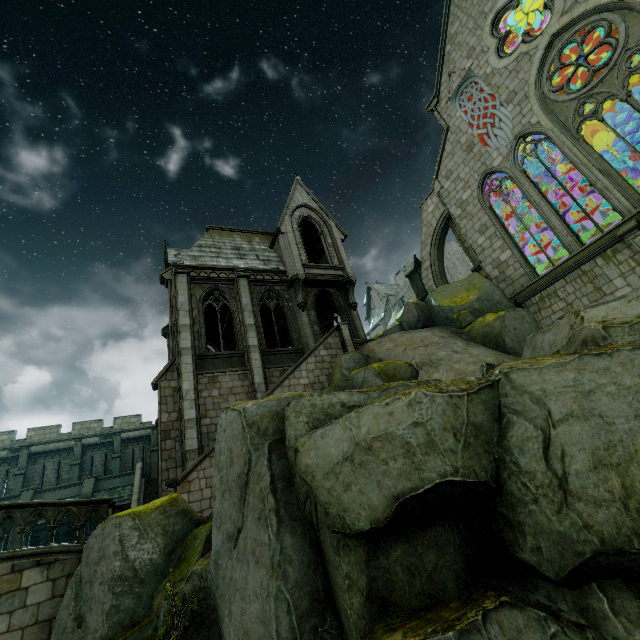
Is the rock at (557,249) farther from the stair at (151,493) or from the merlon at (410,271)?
the stair at (151,493)

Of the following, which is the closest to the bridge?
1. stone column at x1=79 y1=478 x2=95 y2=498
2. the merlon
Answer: stone column at x1=79 y1=478 x2=95 y2=498

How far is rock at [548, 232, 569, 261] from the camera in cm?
2259

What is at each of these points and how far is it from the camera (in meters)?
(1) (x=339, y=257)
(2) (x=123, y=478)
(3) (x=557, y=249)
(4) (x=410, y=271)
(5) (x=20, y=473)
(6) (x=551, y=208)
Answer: (1) building, 22.33
(2) wall trim, 24.72
(3) rock, 23.14
(4) merlon, 22.91
(5) stone column, 24.47
(6) building, 15.02

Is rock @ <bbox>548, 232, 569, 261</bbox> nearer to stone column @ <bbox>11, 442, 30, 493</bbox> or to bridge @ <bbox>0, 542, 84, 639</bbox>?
bridge @ <bbox>0, 542, 84, 639</bbox>

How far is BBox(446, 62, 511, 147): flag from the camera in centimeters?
1693cm

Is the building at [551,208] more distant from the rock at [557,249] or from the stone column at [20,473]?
the stone column at [20,473]

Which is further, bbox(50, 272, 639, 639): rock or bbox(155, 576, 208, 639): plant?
bbox(155, 576, 208, 639): plant
